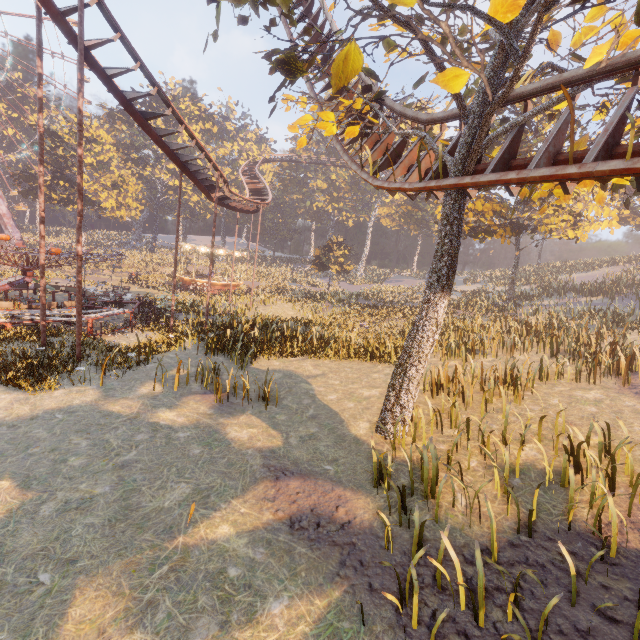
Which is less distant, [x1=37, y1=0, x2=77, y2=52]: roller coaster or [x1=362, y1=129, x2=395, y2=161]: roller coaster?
[x1=37, y1=0, x2=77, y2=52]: roller coaster

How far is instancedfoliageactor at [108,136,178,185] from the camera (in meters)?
52.28

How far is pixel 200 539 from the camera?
5.3 meters

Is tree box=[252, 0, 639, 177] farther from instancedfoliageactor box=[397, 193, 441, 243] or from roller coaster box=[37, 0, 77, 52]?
instancedfoliageactor box=[397, 193, 441, 243]

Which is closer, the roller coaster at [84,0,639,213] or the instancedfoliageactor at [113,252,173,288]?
the roller coaster at [84,0,639,213]

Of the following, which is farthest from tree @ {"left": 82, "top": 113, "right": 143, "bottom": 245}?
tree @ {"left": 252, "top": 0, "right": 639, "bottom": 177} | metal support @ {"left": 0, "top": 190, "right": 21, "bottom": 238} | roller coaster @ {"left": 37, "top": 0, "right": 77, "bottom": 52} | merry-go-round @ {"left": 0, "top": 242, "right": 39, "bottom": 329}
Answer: tree @ {"left": 252, "top": 0, "right": 639, "bottom": 177}

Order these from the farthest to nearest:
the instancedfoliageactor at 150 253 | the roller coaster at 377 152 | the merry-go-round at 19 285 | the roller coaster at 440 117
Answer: the instancedfoliageactor at 150 253 → the merry-go-round at 19 285 → the roller coaster at 377 152 → the roller coaster at 440 117

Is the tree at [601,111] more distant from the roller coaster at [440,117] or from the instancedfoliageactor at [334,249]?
the instancedfoliageactor at [334,249]
